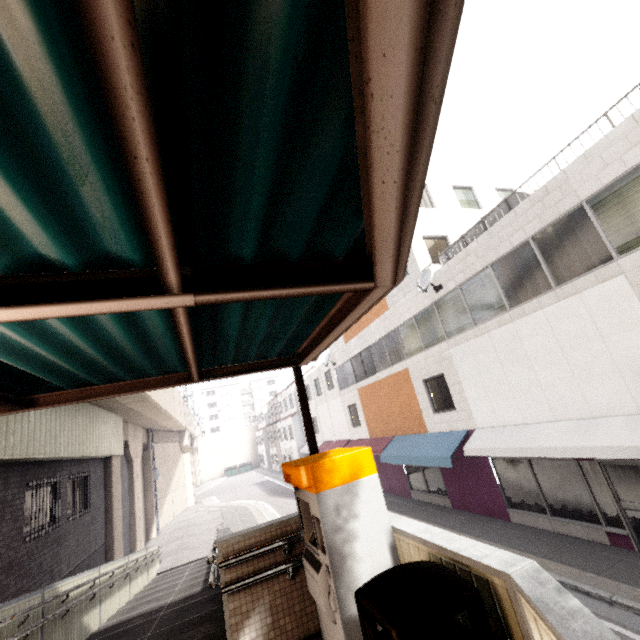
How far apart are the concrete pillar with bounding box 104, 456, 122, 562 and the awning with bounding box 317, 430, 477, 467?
11.90m

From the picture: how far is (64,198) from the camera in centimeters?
122cm

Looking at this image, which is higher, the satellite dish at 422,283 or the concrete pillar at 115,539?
the satellite dish at 422,283

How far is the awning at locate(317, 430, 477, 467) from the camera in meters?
11.8

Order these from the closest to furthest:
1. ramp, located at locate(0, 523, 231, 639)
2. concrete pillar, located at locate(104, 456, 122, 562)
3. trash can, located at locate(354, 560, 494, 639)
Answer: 1. trash can, located at locate(354, 560, 494, 639)
2. ramp, located at locate(0, 523, 231, 639)
3. concrete pillar, located at locate(104, 456, 122, 562)

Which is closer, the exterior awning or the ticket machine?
→ the exterior awning

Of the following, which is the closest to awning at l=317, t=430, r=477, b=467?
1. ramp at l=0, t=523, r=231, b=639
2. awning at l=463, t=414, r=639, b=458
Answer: awning at l=463, t=414, r=639, b=458

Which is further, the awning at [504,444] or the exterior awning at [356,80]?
the awning at [504,444]
